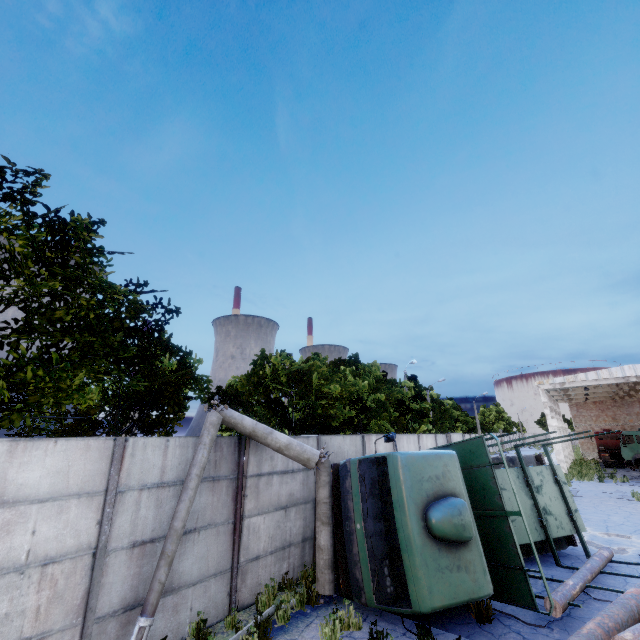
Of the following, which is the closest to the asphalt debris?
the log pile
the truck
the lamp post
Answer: the truck

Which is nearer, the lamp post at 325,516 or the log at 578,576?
the lamp post at 325,516

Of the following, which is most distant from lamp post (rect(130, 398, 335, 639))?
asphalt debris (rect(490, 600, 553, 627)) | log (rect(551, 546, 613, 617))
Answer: log (rect(551, 546, 613, 617))

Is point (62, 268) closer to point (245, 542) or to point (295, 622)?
point (245, 542)

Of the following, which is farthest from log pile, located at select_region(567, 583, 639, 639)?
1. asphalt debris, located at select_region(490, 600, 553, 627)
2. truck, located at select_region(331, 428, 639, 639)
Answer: asphalt debris, located at select_region(490, 600, 553, 627)

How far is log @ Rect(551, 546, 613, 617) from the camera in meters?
6.4 m

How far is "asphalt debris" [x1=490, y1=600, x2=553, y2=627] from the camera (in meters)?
Answer: 6.54

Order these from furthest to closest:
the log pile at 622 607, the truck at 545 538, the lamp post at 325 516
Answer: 1. the truck at 545 538
2. the lamp post at 325 516
3. the log pile at 622 607
